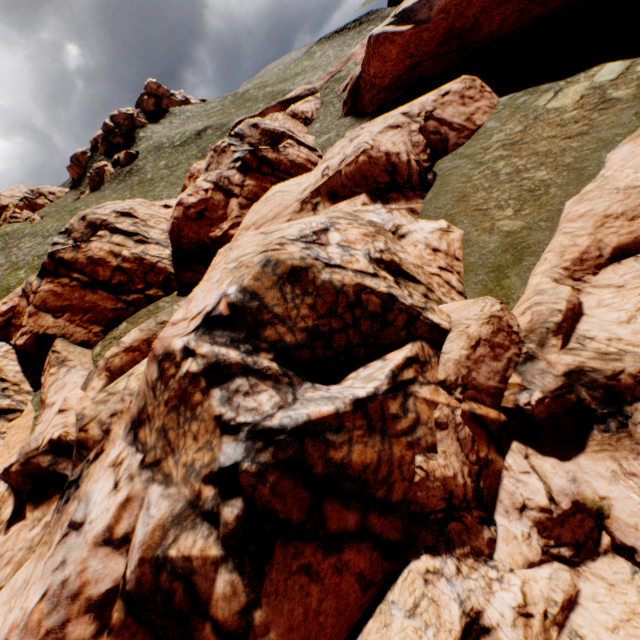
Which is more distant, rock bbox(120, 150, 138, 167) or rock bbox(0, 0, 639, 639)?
rock bbox(120, 150, 138, 167)

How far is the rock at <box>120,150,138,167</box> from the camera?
58.6m

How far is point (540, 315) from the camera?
8.9 meters

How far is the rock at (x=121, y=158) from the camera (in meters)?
58.56

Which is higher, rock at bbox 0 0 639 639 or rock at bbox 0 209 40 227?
rock at bbox 0 209 40 227

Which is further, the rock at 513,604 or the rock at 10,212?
the rock at 10,212
